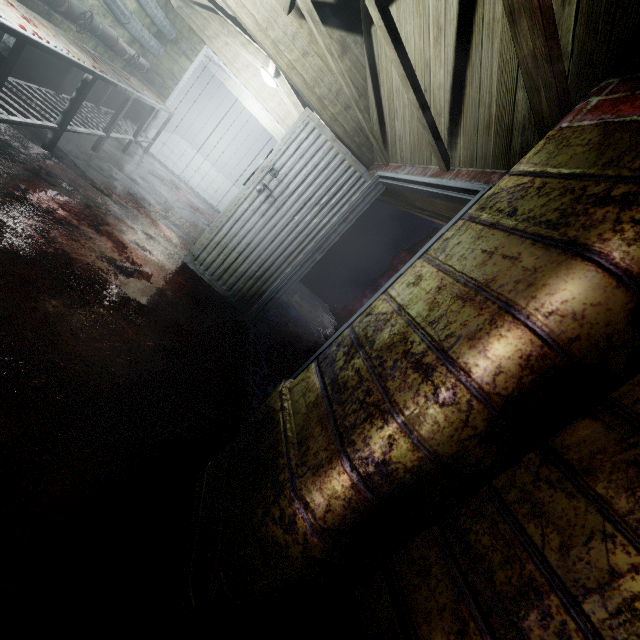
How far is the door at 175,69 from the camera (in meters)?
5.04

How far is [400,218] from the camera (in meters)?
7.07

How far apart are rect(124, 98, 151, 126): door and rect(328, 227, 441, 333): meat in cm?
458

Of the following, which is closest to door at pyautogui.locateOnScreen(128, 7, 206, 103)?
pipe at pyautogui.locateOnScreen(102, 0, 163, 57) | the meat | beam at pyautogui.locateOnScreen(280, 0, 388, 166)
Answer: pipe at pyautogui.locateOnScreen(102, 0, 163, 57)

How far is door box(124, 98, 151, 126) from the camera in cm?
536

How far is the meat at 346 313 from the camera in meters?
3.9 m

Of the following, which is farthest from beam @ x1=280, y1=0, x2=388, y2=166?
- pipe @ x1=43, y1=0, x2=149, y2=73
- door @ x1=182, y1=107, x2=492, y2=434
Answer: pipe @ x1=43, y1=0, x2=149, y2=73

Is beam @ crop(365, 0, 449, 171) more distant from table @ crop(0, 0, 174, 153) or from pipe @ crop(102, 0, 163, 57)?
table @ crop(0, 0, 174, 153)
